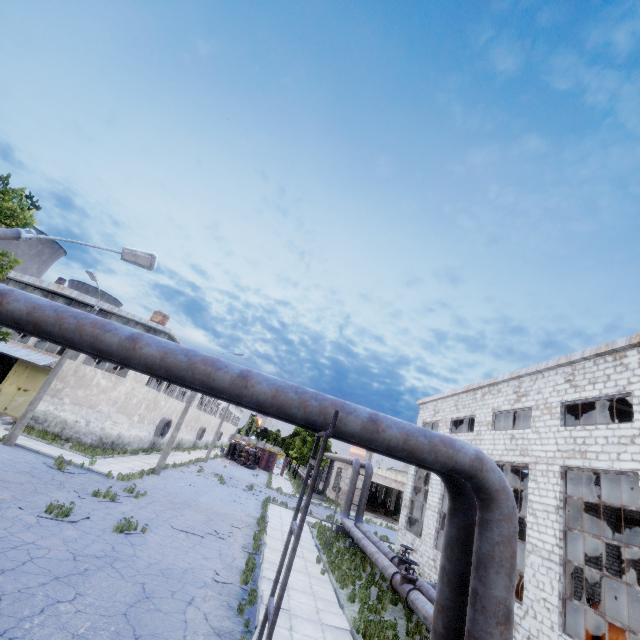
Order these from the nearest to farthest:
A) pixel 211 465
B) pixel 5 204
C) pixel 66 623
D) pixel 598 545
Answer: pixel 66 623, pixel 5 204, pixel 598 545, pixel 211 465

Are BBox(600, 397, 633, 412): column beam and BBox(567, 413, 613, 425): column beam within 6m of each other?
yes

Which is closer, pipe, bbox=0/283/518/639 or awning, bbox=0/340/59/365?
pipe, bbox=0/283/518/639

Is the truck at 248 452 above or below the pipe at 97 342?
below

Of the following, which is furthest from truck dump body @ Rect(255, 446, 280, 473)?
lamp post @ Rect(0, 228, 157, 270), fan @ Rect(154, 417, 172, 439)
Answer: lamp post @ Rect(0, 228, 157, 270)

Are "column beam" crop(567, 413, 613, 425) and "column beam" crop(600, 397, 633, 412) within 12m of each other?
yes

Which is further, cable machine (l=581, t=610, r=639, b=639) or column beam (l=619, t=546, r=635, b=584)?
column beam (l=619, t=546, r=635, b=584)

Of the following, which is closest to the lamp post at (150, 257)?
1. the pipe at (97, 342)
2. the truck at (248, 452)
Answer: the pipe at (97, 342)
